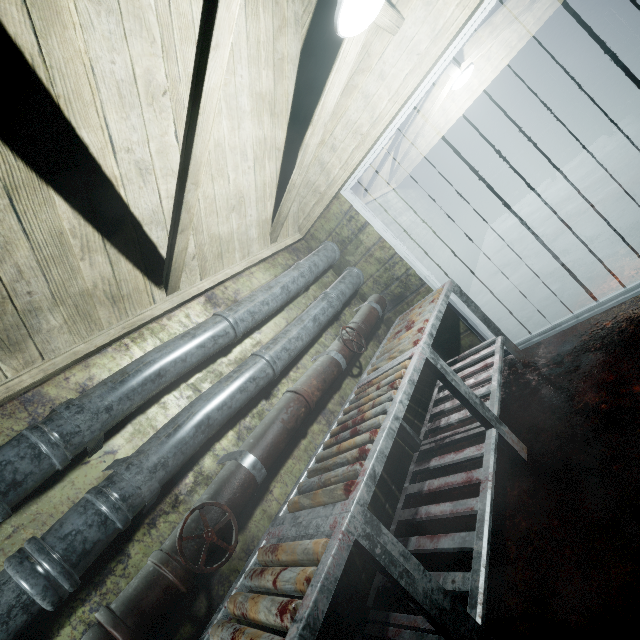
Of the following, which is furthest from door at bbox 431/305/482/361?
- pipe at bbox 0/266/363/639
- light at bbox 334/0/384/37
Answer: light at bbox 334/0/384/37

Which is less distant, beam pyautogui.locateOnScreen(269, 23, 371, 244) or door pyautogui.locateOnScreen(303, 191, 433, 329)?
beam pyautogui.locateOnScreen(269, 23, 371, 244)

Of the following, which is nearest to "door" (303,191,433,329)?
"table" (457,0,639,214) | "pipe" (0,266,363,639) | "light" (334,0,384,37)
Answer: "pipe" (0,266,363,639)

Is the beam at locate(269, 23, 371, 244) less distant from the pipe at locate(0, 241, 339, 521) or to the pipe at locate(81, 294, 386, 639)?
the pipe at locate(0, 241, 339, 521)

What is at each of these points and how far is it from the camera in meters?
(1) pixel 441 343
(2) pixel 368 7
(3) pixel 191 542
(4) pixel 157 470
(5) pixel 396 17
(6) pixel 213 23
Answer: (1) door, 3.0
(2) light, 1.4
(3) pipe, 1.2
(4) pipe, 1.3
(5) beam, 1.9
(6) beam, 1.0

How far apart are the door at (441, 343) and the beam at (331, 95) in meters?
0.4 m

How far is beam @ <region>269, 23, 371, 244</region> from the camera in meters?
1.8

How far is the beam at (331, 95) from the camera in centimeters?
180cm
